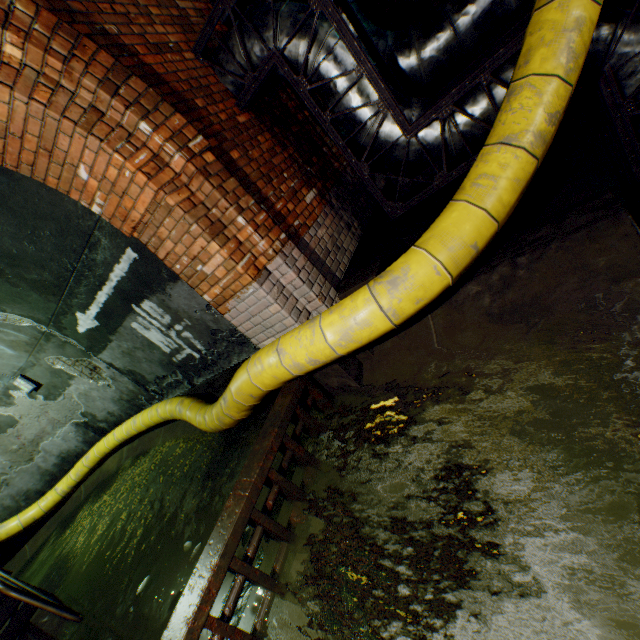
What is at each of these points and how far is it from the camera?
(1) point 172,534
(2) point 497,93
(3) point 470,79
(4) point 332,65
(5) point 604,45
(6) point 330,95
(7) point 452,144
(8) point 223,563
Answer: (1) building tunnel, 4.1 meters
(2) pipe, 2.9 meters
(3) pipe frame, 2.8 meters
(4) pipe, 3.1 meters
(5) pipe, 2.5 meters
(6) pipe, 3.3 meters
(7) pipe, 3.3 meters
(8) sewer grate, 2.0 meters

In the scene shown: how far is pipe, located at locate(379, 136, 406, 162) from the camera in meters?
3.4 m

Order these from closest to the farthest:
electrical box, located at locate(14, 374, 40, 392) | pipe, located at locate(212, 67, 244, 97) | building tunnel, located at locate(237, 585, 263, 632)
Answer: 1. building tunnel, located at locate(237, 585, 263, 632)
2. pipe, located at locate(212, 67, 244, 97)
3. electrical box, located at locate(14, 374, 40, 392)

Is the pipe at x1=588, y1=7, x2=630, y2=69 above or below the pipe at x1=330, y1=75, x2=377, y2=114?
below

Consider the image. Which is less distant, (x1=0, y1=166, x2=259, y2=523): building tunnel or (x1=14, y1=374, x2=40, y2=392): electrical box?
(x1=0, y1=166, x2=259, y2=523): building tunnel

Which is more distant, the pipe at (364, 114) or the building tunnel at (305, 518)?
the pipe at (364, 114)

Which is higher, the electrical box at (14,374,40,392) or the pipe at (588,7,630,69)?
the electrical box at (14,374,40,392)
